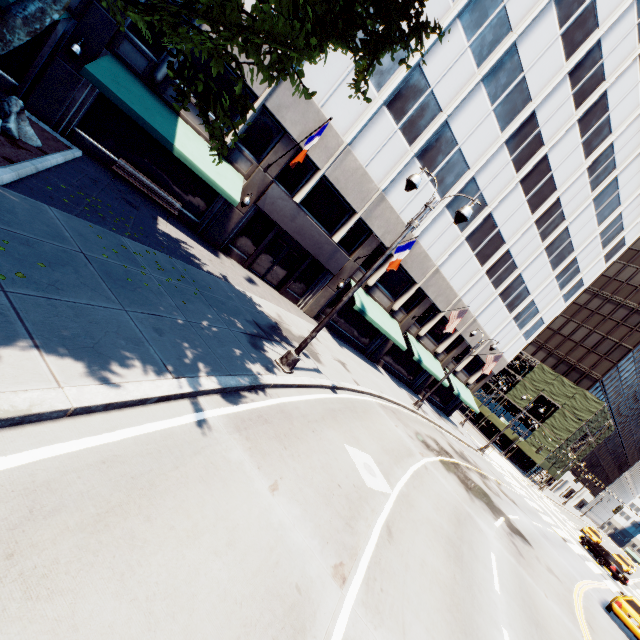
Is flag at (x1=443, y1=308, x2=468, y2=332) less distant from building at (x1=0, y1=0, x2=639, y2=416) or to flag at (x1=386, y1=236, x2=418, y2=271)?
building at (x1=0, y1=0, x2=639, y2=416)

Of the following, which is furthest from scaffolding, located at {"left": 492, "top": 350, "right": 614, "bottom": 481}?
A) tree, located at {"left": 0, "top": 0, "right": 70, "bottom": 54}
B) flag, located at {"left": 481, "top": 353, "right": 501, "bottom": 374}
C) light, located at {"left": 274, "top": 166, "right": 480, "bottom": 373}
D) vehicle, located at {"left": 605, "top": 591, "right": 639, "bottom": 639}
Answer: light, located at {"left": 274, "top": 166, "right": 480, "bottom": 373}

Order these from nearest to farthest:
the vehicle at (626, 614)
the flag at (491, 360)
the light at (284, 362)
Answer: the light at (284, 362) → the vehicle at (626, 614) → the flag at (491, 360)

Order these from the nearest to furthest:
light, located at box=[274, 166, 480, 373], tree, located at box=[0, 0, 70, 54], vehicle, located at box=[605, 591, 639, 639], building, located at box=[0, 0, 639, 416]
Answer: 1. tree, located at box=[0, 0, 70, 54]
2. light, located at box=[274, 166, 480, 373]
3. building, located at box=[0, 0, 639, 416]
4. vehicle, located at box=[605, 591, 639, 639]

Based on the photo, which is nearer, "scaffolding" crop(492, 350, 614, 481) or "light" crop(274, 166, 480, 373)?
"light" crop(274, 166, 480, 373)

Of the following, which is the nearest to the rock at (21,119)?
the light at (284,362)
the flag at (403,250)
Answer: the light at (284,362)

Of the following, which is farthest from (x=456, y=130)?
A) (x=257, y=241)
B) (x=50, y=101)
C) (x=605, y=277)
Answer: (x=605, y=277)

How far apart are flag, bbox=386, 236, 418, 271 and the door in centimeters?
527cm
